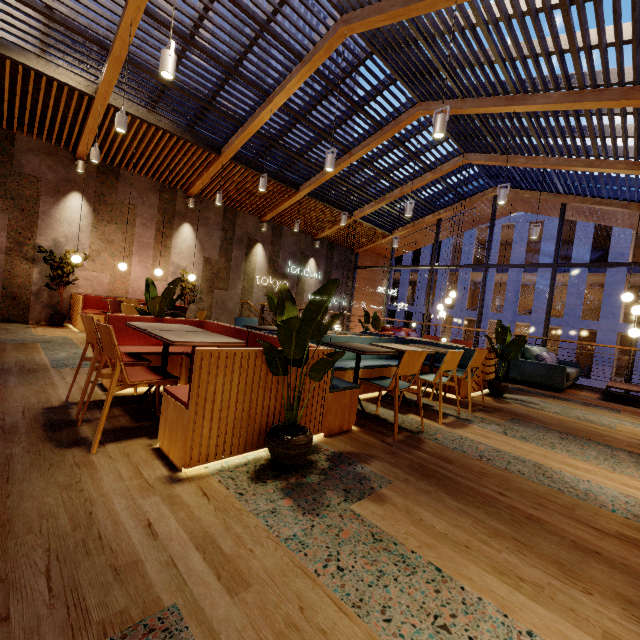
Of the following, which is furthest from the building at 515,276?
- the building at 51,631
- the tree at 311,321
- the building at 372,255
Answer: the tree at 311,321

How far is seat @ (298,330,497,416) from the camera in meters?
2.7 m

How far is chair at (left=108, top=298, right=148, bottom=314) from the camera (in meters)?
5.27

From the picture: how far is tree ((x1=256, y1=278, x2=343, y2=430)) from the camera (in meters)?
2.04

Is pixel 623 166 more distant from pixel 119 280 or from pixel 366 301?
pixel 119 280

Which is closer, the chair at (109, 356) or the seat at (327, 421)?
the chair at (109, 356)

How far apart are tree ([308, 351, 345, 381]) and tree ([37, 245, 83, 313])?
7.6m

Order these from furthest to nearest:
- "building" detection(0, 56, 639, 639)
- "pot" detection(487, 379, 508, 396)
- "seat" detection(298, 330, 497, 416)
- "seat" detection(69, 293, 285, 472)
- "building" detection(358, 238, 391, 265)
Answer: "building" detection(358, 238, 391, 265), "pot" detection(487, 379, 508, 396), "seat" detection(298, 330, 497, 416), "seat" detection(69, 293, 285, 472), "building" detection(0, 56, 639, 639)
